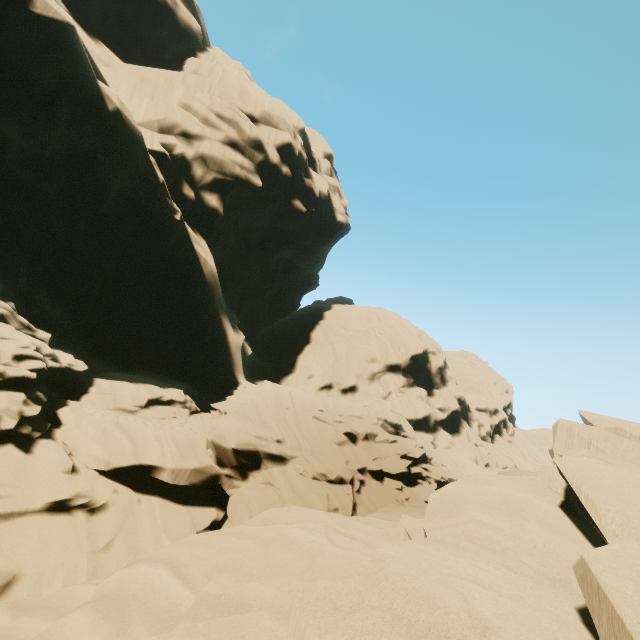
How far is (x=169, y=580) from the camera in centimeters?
380cm
